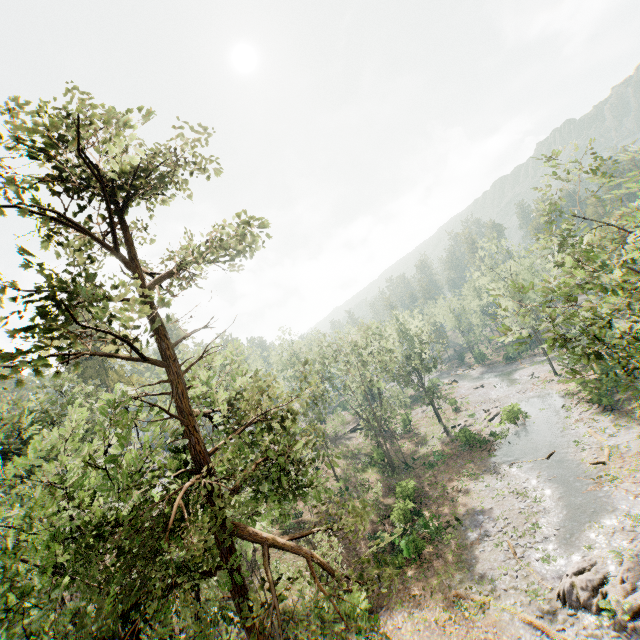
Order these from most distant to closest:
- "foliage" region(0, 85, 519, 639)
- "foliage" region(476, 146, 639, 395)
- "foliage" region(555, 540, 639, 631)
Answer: "foliage" region(555, 540, 639, 631), "foliage" region(476, 146, 639, 395), "foliage" region(0, 85, 519, 639)

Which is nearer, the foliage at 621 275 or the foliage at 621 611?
the foliage at 621 275

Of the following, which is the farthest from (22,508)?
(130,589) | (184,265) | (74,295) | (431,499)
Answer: (431,499)

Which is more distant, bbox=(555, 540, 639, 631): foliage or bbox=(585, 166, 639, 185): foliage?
bbox=(555, 540, 639, 631): foliage

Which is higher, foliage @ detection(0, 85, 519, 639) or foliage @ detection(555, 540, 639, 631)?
foliage @ detection(0, 85, 519, 639)
